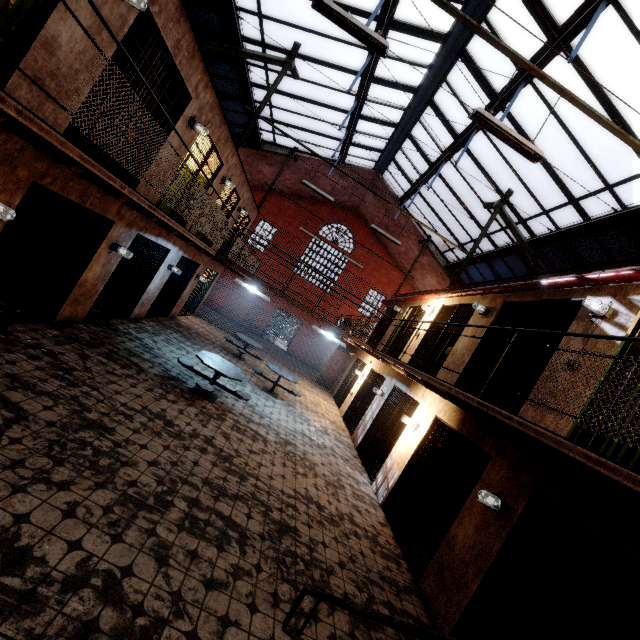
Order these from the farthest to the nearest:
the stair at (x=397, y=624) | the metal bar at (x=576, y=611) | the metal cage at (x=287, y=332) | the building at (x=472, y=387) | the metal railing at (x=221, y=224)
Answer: the metal cage at (x=287, y=332) → the building at (x=472, y=387) → the metal bar at (x=576, y=611) → the metal railing at (x=221, y=224) → the stair at (x=397, y=624)

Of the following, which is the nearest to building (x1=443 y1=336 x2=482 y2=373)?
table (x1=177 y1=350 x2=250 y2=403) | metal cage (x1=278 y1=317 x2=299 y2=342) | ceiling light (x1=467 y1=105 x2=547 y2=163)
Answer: ceiling light (x1=467 y1=105 x2=547 y2=163)

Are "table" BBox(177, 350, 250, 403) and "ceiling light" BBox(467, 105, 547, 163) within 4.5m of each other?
no

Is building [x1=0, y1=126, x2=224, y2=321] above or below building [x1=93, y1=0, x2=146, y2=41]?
below

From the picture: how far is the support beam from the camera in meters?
9.9

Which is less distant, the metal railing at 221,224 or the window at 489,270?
the metal railing at 221,224

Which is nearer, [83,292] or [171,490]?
[171,490]

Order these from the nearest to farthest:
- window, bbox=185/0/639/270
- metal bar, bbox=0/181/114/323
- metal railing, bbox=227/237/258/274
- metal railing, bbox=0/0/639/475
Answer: metal railing, bbox=0/0/639/475 < metal bar, bbox=0/181/114/323 < window, bbox=185/0/639/270 < metal railing, bbox=227/237/258/274
